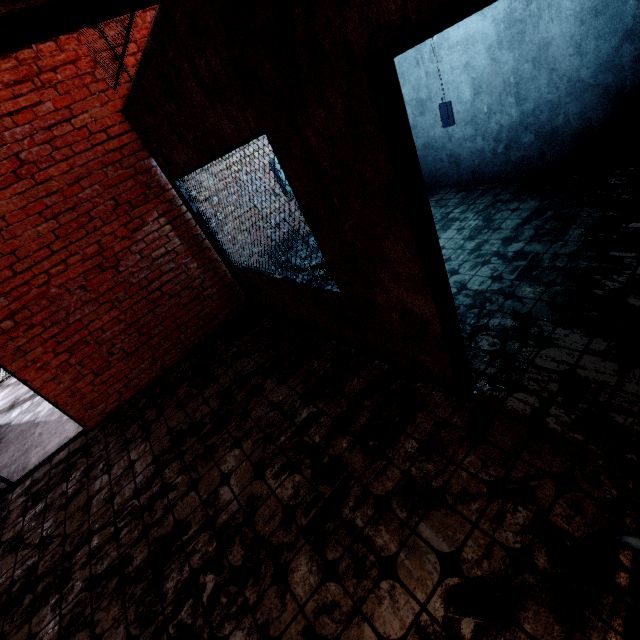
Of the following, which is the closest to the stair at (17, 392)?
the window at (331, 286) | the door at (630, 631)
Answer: the window at (331, 286)

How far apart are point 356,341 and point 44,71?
4.53m

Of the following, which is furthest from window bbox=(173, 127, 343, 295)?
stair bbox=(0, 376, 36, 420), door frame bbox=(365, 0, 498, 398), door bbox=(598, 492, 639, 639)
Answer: stair bbox=(0, 376, 36, 420)

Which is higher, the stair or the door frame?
the door frame

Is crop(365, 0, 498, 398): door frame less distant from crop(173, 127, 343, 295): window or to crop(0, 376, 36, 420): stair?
crop(173, 127, 343, 295): window

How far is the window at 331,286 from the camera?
2.32m

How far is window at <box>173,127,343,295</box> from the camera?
2.32m
